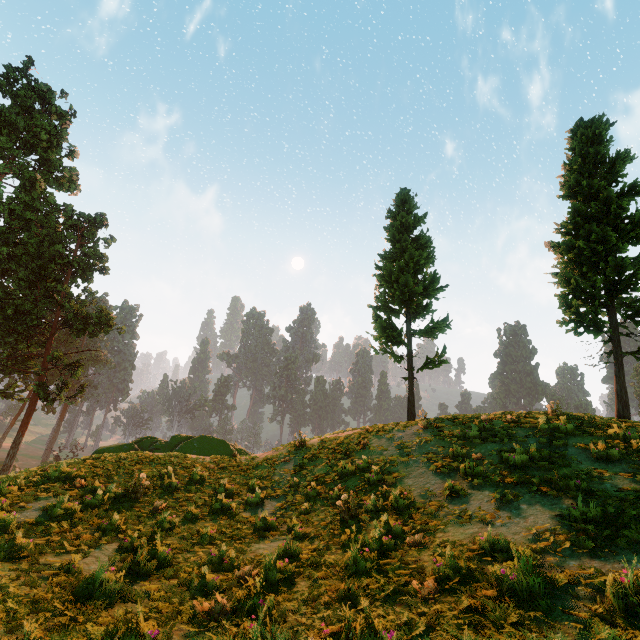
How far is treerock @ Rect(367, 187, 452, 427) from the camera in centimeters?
1884cm

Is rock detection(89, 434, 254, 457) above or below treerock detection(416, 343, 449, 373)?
below

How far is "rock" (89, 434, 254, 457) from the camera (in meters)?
17.19

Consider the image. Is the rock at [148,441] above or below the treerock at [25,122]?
below

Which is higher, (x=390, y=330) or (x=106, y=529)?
(x=390, y=330)

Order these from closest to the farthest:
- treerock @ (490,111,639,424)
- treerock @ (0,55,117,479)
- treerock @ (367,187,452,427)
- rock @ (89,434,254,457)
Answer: treerock @ (490,111,639,424) → rock @ (89,434,254,457) → treerock @ (367,187,452,427) → treerock @ (0,55,117,479)

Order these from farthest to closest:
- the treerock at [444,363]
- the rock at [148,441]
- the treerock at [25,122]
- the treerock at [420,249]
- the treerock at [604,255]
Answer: the treerock at [25,122] → the treerock at [420,249] → the treerock at [444,363] → the rock at [148,441] → the treerock at [604,255]
